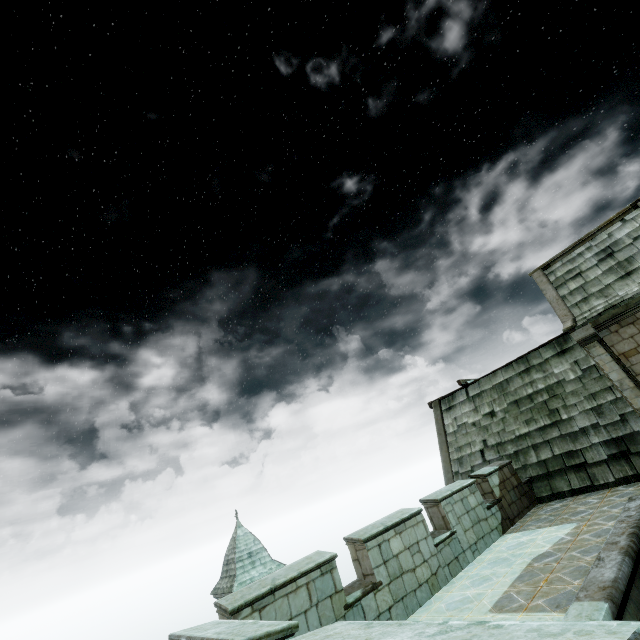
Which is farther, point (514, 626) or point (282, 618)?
point (282, 618)
